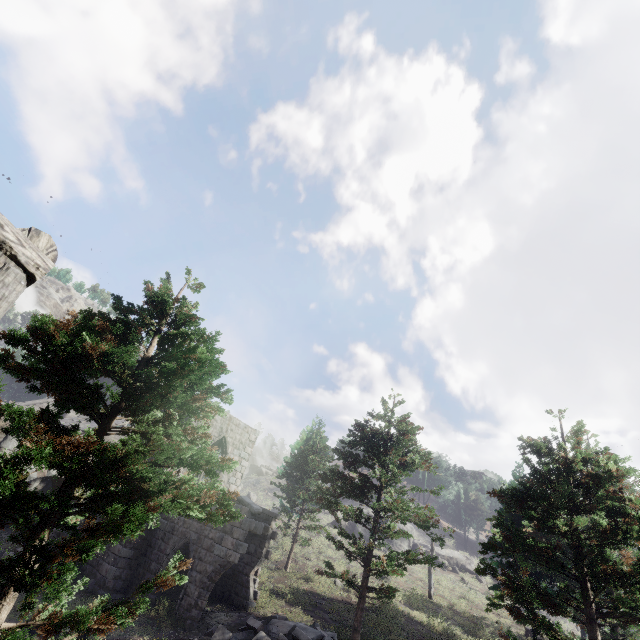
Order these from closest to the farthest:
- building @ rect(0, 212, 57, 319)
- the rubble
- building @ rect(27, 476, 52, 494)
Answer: building @ rect(0, 212, 57, 319) < the rubble < building @ rect(27, 476, 52, 494)

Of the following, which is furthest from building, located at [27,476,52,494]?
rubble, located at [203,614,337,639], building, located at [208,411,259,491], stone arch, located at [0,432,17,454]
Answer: rubble, located at [203,614,337,639]

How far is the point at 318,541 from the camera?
32.9m

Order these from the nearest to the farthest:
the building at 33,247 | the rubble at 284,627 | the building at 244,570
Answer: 1. the building at 33,247
2. the rubble at 284,627
3. the building at 244,570

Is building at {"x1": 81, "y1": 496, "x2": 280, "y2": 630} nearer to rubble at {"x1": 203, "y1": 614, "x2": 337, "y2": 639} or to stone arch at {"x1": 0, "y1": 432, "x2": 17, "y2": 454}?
stone arch at {"x1": 0, "y1": 432, "x2": 17, "y2": 454}

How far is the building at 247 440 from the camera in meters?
20.5 m

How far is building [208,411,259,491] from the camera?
20.53m
